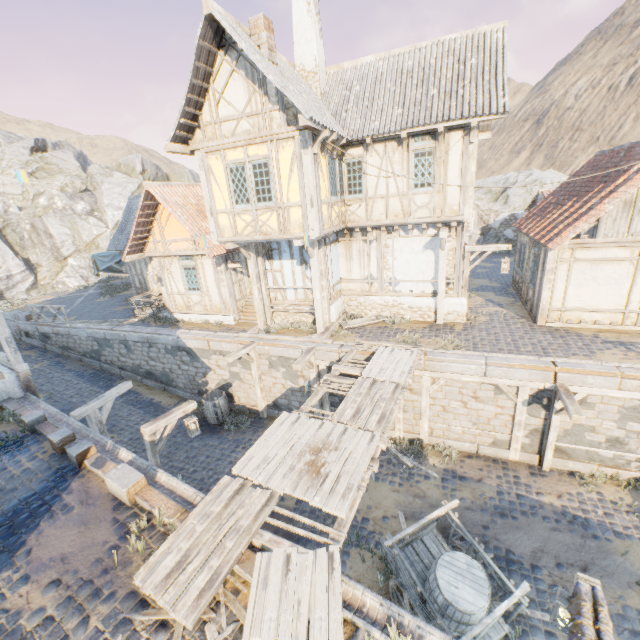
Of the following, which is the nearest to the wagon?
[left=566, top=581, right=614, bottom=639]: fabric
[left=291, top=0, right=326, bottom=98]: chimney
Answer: [left=566, top=581, right=614, bottom=639]: fabric

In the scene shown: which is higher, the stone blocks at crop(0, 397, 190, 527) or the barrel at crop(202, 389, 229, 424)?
the stone blocks at crop(0, 397, 190, 527)

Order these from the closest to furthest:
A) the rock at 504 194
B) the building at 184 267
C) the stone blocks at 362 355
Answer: the stone blocks at 362 355 → the building at 184 267 → the rock at 504 194

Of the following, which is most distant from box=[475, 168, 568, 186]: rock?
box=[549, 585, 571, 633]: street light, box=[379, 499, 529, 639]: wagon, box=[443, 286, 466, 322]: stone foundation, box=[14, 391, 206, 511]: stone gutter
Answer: box=[549, 585, 571, 633]: street light

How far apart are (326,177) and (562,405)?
10.0 meters

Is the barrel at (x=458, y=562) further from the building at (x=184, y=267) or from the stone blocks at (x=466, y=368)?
the building at (x=184, y=267)

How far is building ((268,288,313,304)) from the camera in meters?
13.4

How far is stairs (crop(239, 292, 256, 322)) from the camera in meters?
15.2 m
